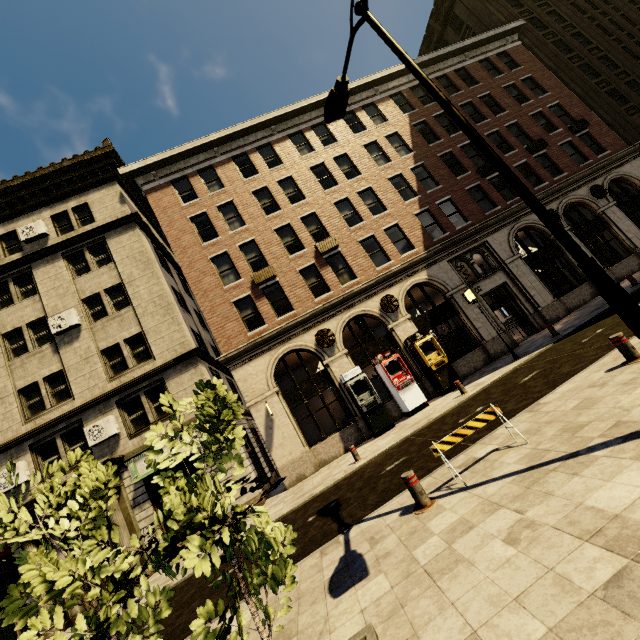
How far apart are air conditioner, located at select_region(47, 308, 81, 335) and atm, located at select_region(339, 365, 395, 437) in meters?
13.3

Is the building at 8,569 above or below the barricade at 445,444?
above

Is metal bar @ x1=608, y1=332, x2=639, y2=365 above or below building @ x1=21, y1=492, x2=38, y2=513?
below

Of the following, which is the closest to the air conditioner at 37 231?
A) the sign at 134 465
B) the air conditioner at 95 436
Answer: the air conditioner at 95 436

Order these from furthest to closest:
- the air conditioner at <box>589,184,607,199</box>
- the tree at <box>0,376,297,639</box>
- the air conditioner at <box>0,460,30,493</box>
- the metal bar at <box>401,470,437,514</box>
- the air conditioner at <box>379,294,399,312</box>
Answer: the air conditioner at <box>589,184,607,199</box>
the air conditioner at <box>379,294,399,312</box>
the air conditioner at <box>0,460,30,493</box>
the metal bar at <box>401,470,437,514</box>
the tree at <box>0,376,297,639</box>

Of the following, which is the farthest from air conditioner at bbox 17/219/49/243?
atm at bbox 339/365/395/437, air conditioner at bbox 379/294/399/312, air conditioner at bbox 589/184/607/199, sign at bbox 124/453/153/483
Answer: air conditioner at bbox 589/184/607/199

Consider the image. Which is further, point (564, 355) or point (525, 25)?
point (525, 25)

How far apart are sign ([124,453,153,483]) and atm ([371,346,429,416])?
8.0 meters
